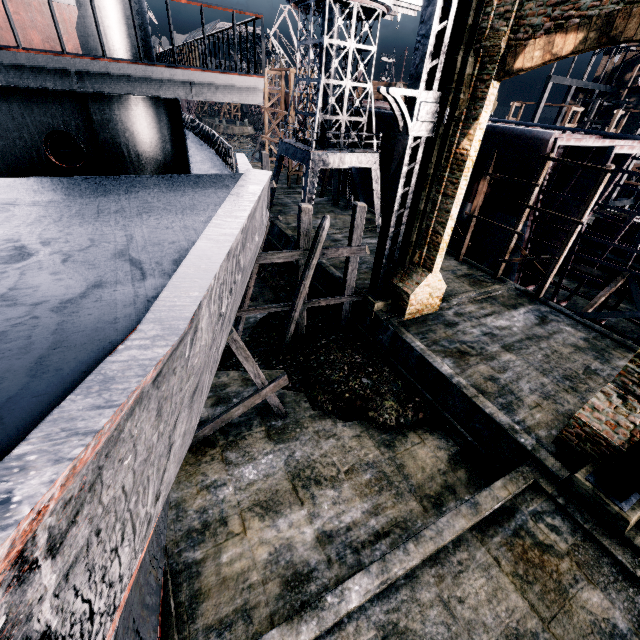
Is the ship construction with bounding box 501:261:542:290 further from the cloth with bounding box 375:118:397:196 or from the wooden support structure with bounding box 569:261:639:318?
the wooden support structure with bounding box 569:261:639:318

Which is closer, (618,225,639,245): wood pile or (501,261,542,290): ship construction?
(501,261,542,290): ship construction

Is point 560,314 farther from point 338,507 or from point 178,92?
point 178,92

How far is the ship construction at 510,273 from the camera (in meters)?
22.66

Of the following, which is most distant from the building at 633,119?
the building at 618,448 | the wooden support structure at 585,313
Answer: the building at 618,448

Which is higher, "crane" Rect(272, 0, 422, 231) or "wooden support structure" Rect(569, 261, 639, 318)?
"crane" Rect(272, 0, 422, 231)

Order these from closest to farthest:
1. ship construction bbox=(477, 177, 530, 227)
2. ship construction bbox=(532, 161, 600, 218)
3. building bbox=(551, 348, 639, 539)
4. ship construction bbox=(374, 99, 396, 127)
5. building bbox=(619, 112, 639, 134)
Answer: building bbox=(551, 348, 639, 539)
ship construction bbox=(532, 161, 600, 218)
ship construction bbox=(477, 177, 530, 227)
ship construction bbox=(374, 99, 396, 127)
building bbox=(619, 112, 639, 134)

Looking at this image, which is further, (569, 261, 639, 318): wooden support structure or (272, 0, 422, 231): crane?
(272, 0, 422, 231): crane
